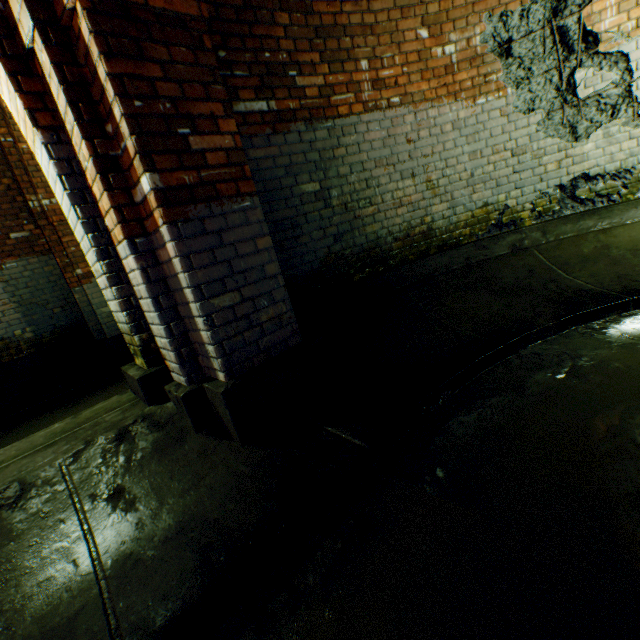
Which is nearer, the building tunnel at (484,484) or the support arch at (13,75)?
the building tunnel at (484,484)

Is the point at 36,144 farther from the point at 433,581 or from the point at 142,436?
the point at 433,581

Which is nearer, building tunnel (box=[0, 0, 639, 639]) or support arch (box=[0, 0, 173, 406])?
building tunnel (box=[0, 0, 639, 639])
